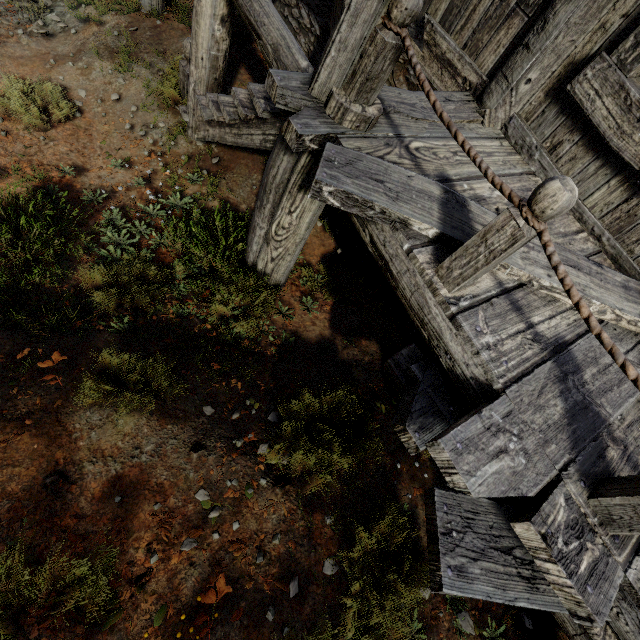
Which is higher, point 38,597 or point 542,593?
point 542,593

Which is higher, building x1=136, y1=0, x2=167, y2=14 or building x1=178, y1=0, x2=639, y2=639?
building x1=178, y1=0, x2=639, y2=639

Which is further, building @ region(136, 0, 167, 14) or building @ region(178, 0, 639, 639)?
building @ region(136, 0, 167, 14)

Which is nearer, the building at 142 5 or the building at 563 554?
the building at 563 554

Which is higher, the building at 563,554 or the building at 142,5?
the building at 563,554
